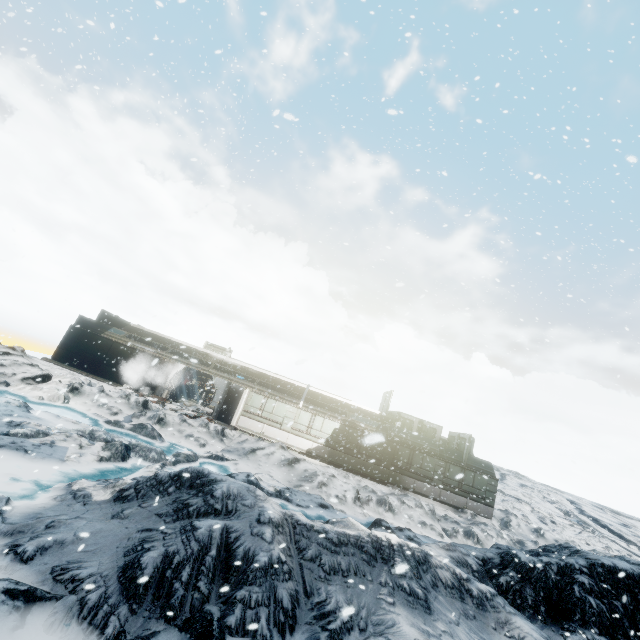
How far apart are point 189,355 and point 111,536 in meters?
24.4
